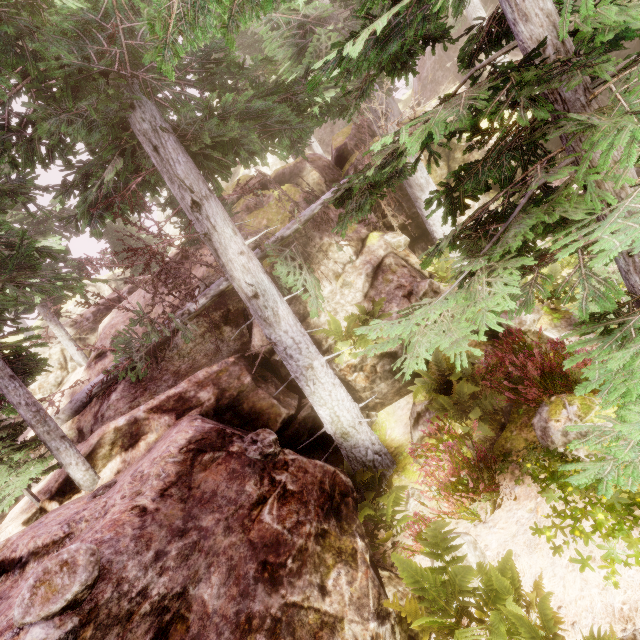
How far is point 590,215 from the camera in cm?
222

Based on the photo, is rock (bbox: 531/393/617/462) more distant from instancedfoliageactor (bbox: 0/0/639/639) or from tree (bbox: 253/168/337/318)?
tree (bbox: 253/168/337/318)

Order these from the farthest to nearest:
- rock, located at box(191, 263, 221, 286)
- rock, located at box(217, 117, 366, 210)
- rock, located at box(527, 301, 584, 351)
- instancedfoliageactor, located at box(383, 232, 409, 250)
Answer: rock, located at box(217, 117, 366, 210) < rock, located at box(191, 263, 221, 286) < instancedfoliageactor, located at box(383, 232, 409, 250) < rock, located at box(527, 301, 584, 351)

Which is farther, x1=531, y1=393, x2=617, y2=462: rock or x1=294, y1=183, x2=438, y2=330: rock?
x1=294, y1=183, x2=438, y2=330: rock

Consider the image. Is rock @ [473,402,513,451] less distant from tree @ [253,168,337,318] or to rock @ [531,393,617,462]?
tree @ [253,168,337,318]

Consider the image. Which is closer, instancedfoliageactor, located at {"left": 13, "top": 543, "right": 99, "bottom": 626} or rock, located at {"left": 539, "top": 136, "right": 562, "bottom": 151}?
instancedfoliageactor, located at {"left": 13, "top": 543, "right": 99, "bottom": 626}

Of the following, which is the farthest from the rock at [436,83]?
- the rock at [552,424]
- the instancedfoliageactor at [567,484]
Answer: the rock at [552,424]
